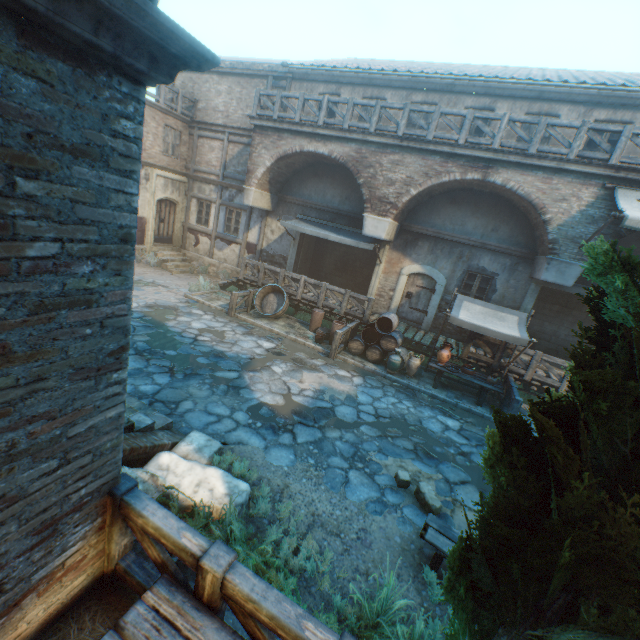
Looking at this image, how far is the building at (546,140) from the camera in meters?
10.7

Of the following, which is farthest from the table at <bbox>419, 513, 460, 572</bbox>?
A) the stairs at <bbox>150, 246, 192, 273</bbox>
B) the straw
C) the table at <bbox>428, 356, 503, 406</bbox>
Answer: the stairs at <bbox>150, 246, 192, 273</bbox>

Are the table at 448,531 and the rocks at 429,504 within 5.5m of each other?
yes

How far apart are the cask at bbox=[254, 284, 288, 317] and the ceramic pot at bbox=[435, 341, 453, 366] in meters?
6.0 m

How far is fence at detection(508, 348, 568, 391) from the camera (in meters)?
10.06

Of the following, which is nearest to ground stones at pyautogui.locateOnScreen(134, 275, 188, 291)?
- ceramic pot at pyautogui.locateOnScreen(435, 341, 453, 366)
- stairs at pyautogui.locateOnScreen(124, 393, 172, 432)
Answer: stairs at pyautogui.locateOnScreen(124, 393, 172, 432)

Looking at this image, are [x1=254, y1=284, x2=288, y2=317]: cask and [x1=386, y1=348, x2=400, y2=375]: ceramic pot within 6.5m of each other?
yes

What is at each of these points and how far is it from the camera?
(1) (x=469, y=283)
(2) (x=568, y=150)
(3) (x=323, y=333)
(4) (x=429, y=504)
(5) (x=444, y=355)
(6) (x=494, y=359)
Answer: Answer:
(1) building, 12.7 meters
(2) fence, 9.0 meters
(3) wicker basket, 12.0 meters
(4) rocks, 5.5 meters
(5) ceramic pot, 10.2 meters
(6) fence, 10.8 meters
